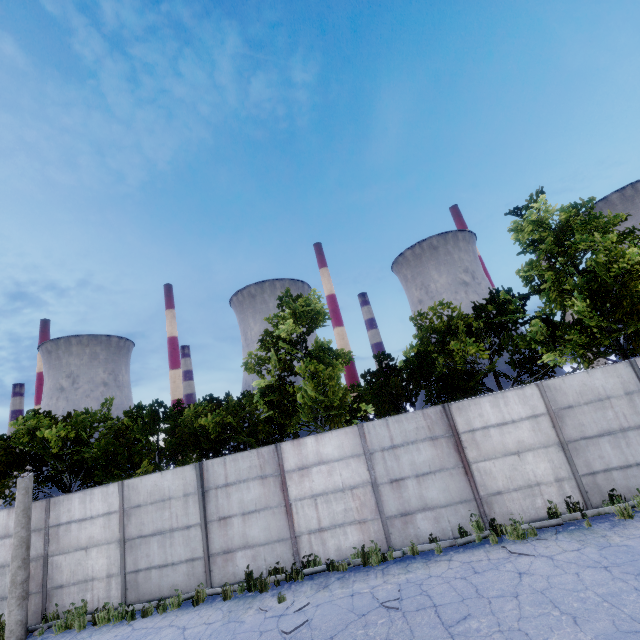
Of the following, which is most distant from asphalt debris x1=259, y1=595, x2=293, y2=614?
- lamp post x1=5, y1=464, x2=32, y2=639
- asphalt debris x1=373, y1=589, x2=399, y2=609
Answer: lamp post x1=5, y1=464, x2=32, y2=639

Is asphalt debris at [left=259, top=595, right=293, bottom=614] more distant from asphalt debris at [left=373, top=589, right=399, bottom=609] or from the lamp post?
the lamp post

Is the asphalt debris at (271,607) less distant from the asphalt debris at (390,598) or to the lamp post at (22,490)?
the asphalt debris at (390,598)

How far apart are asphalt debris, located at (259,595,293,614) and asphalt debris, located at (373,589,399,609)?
1.6m

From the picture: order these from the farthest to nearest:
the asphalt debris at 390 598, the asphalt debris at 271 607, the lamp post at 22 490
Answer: the lamp post at 22 490
the asphalt debris at 271 607
the asphalt debris at 390 598

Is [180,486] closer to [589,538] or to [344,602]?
[344,602]

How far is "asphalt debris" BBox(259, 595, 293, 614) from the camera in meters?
7.9 m

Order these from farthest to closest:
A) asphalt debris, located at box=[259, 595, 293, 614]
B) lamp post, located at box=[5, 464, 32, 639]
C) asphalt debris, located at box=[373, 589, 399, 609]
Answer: lamp post, located at box=[5, 464, 32, 639] → asphalt debris, located at box=[259, 595, 293, 614] → asphalt debris, located at box=[373, 589, 399, 609]
